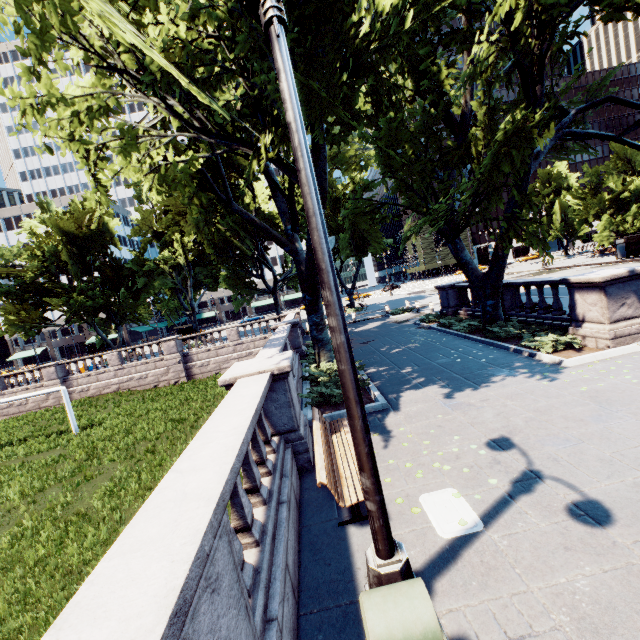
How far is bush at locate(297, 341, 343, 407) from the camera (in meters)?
9.72

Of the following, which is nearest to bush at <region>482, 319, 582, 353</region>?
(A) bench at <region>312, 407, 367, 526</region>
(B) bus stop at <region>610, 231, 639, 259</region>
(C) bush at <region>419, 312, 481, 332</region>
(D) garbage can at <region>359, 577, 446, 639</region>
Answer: (C) bush at <region>419, 312, 481, 332</region>

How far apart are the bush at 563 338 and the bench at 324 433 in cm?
770

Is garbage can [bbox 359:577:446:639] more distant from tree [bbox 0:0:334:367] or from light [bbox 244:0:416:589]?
tree [bbox 0:0:334:367]

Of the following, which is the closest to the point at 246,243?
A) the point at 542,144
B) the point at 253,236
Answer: the point at 253,236

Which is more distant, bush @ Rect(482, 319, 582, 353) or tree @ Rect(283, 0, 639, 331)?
bush @ Rect(482, 319, 582, 353)

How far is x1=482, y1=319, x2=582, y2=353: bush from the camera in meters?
10.0

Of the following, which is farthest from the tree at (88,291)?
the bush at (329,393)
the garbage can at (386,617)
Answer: the garbage can at (386,617)
